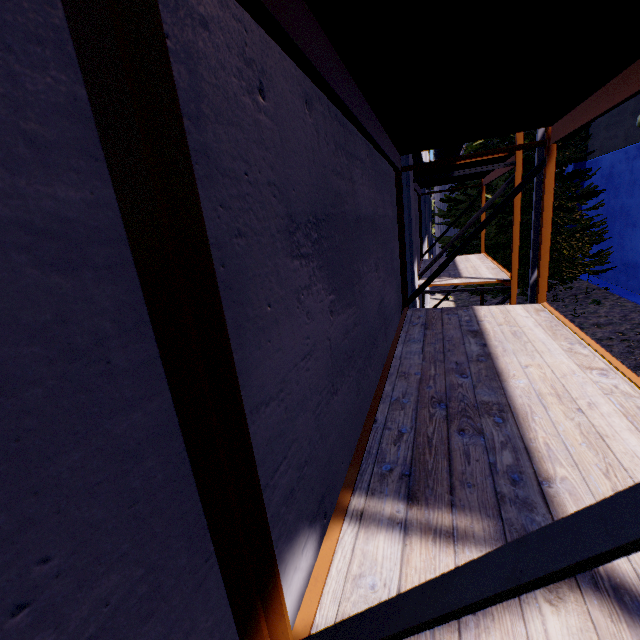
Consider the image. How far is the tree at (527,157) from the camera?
10.9m

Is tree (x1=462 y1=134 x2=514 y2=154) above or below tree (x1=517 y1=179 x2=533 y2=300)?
above

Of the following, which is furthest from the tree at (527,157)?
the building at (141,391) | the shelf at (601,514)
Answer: the shelf at (601,514)

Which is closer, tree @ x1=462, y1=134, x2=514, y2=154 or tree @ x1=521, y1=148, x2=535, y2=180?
tree @ x1=521, y1=148, x2=535, y2=180

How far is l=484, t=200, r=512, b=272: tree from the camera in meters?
11.8 m

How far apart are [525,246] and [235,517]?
14.18m

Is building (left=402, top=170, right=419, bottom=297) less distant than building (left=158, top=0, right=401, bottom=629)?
No

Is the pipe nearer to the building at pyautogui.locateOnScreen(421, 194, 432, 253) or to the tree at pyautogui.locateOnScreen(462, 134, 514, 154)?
the building at pyautogui.locateOnScreen(421, 194, 432, 253)
